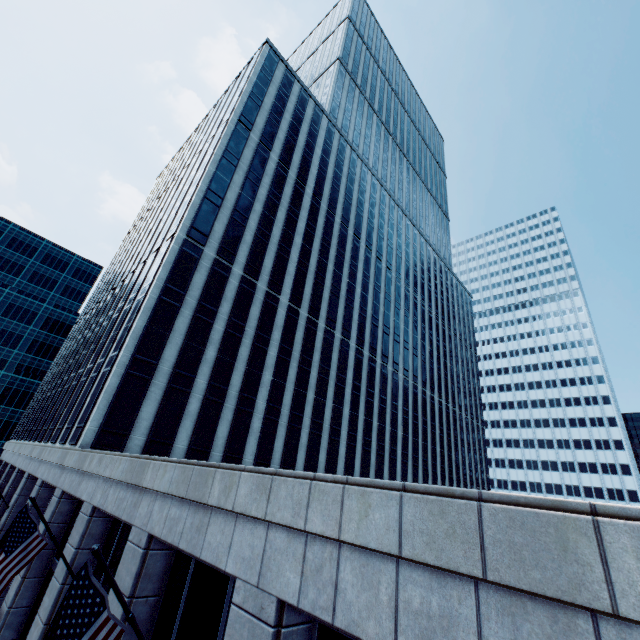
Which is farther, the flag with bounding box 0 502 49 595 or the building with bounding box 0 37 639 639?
the flag with bounding box 0 502 49 595

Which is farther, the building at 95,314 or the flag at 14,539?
the flag at 14,539

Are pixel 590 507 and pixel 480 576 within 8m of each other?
yes
